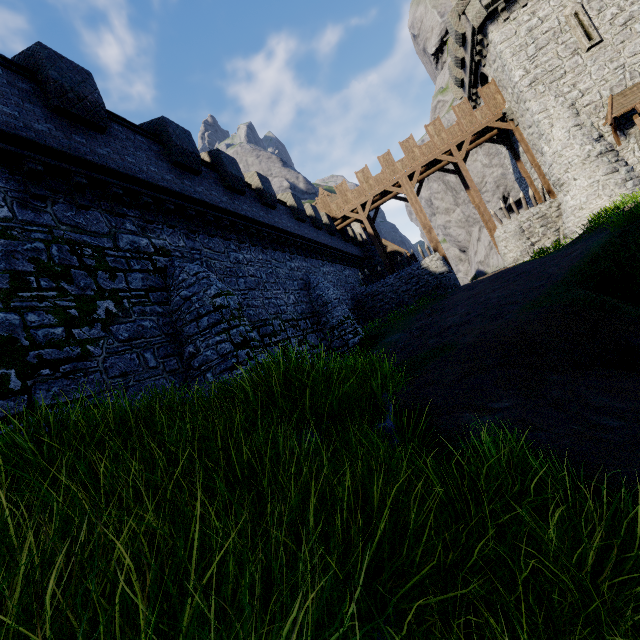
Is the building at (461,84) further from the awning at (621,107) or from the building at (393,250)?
the building at (393,250)

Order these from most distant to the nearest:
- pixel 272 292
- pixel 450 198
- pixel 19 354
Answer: pixel 450 198, pixel 272 292, pixel 19 354

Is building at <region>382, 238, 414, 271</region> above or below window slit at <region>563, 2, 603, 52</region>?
below

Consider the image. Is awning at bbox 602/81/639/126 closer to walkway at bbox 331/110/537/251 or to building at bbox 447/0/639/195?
building at bbox 447/0/639/195

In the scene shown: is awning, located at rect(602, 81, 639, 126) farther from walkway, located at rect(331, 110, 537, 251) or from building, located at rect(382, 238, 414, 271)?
building, located at rect(382, 238, 414, 271)

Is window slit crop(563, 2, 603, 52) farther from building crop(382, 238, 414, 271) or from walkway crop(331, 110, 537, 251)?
building crop(382, 238, 414, 271)

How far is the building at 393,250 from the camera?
35.47m

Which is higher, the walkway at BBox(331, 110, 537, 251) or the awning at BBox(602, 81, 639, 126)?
the walkway at BBox(331, 110, 537, 251)
